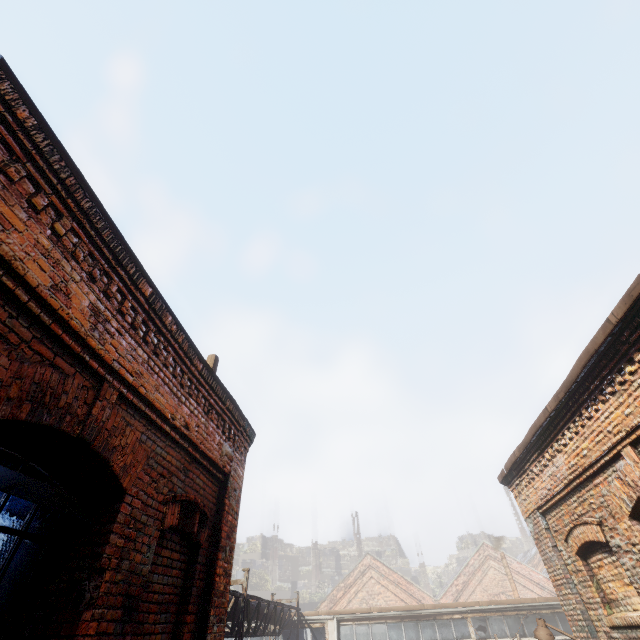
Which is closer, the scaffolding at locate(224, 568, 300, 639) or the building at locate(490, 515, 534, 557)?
the scaffolding at locate(224, 568, 300, 639)

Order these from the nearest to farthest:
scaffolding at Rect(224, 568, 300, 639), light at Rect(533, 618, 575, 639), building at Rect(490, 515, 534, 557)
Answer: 1. light at Rect(533, 618, 575, 639)
2. scaffolding at Rect(224, 568, 300, 639)
3. building at Rect(490, 515, 534, 557)

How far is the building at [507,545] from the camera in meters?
56.8 m

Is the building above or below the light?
above

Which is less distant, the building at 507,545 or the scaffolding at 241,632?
the scaffolding at 241,632

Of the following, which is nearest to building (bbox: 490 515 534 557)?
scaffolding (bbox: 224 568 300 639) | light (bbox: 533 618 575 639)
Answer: scaffolding (bbox: 224 568 300 639)

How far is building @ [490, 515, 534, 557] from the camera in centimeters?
5675cm

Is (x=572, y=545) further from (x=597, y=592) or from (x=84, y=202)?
(x=84, y=202)
